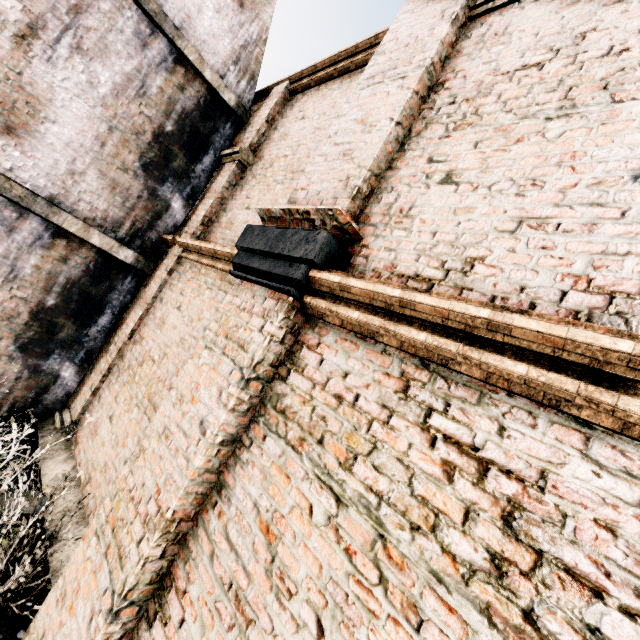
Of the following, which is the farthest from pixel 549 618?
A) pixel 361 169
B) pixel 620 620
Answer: pixel 361 169

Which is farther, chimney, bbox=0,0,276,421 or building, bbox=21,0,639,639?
chimney, bbox=0,0,276,421

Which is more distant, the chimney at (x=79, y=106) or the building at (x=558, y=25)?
the chimney at (x=79, y=106)
